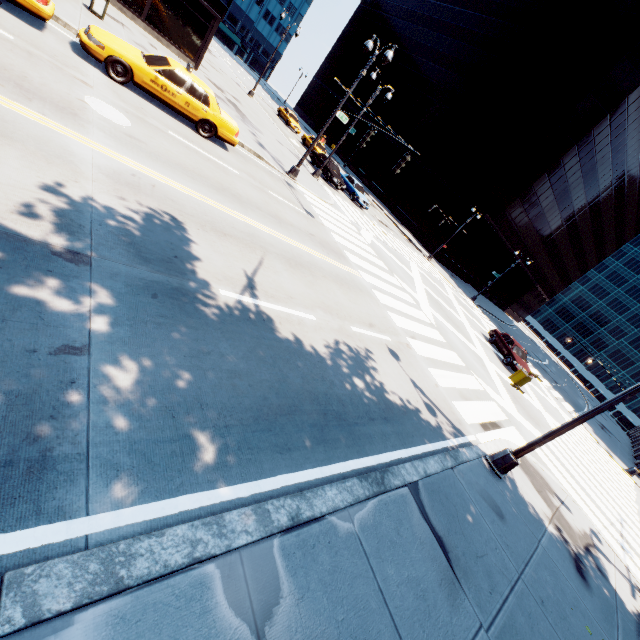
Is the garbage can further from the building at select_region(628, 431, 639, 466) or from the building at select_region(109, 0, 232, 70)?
the building at select_region(628, 431, 639, 466)

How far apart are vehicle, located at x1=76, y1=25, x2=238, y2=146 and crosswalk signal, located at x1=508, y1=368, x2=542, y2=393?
12.74m

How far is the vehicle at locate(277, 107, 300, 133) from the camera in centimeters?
3841cm

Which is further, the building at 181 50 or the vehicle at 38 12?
the building at 181 50

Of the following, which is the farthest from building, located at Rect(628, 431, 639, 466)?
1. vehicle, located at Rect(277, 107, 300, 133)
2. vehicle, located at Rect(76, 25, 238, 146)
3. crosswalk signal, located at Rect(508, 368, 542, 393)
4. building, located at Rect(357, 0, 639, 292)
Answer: vehicle, located at Rect(277, 107, 300, 133)

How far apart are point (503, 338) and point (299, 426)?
23.33m

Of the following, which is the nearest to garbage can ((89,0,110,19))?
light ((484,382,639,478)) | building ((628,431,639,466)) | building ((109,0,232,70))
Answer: building ((109,0,232,70))

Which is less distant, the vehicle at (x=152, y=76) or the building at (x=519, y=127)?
the vehicle at (x=152, y=76)
